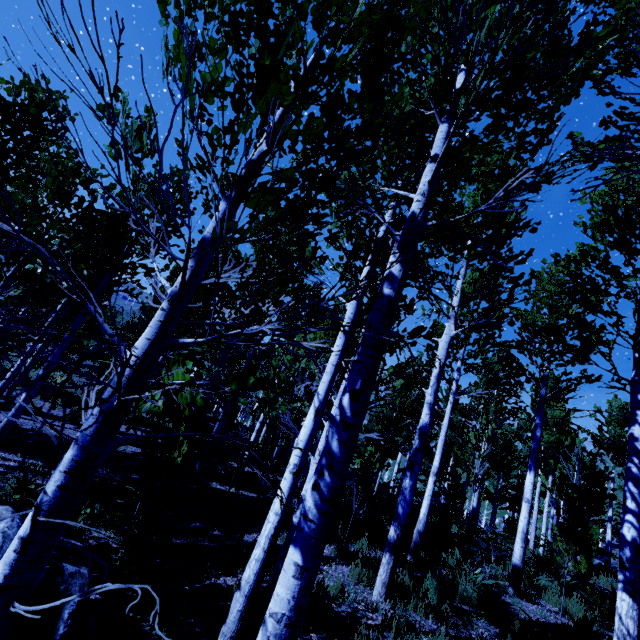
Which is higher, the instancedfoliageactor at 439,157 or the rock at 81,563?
the instancedfoliageactor at 439,157

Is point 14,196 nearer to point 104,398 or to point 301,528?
point 104,398

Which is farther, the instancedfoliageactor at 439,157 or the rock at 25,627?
the rock at 25,627

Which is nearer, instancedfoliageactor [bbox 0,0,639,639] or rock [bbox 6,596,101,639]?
instancedfoliageactor [bbox 0,0,639,639]

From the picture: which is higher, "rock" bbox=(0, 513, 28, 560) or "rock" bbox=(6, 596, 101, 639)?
"rock" bbox=(0, 513, 28, 560)

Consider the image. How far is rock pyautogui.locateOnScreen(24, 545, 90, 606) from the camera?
2.6 meters
